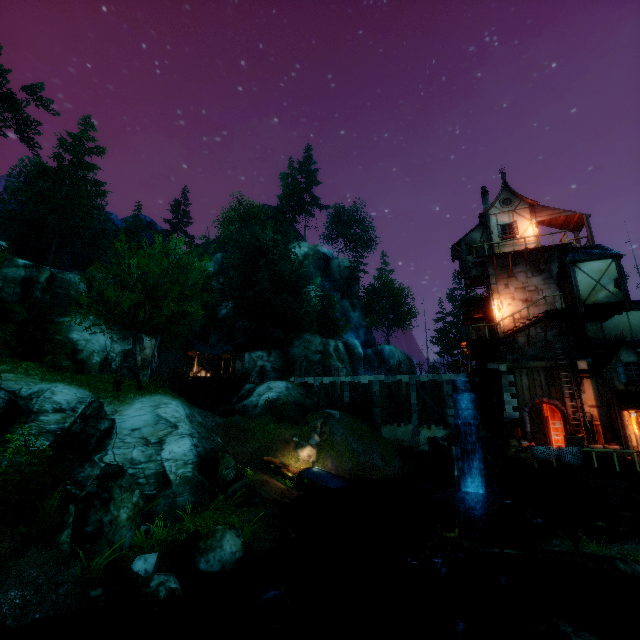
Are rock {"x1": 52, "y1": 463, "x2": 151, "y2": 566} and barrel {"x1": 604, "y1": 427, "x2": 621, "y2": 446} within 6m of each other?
no

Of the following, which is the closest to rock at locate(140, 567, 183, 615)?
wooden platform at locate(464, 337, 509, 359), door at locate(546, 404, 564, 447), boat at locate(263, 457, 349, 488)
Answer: Result: boat at locate(263, 457, 349, 488)

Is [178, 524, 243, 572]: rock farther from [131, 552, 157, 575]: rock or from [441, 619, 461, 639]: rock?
[441, 619, 461, 639]: rock

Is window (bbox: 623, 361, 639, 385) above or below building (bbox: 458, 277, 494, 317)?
below

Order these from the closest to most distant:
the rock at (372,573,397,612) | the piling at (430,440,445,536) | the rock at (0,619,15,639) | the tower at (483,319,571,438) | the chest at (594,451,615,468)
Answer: the rock at (0,619,15,639), the rock at (372,573,397,612), the chest at (594,451,615,468), the tower at (483,319,571,438), the piling at (430,440,445,536)

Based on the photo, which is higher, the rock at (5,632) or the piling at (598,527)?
the piling at (598,527)

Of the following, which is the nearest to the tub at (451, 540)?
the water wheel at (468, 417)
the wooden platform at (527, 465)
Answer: the wooden platform at (527, 465)

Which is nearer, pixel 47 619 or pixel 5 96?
pixel 47 619
